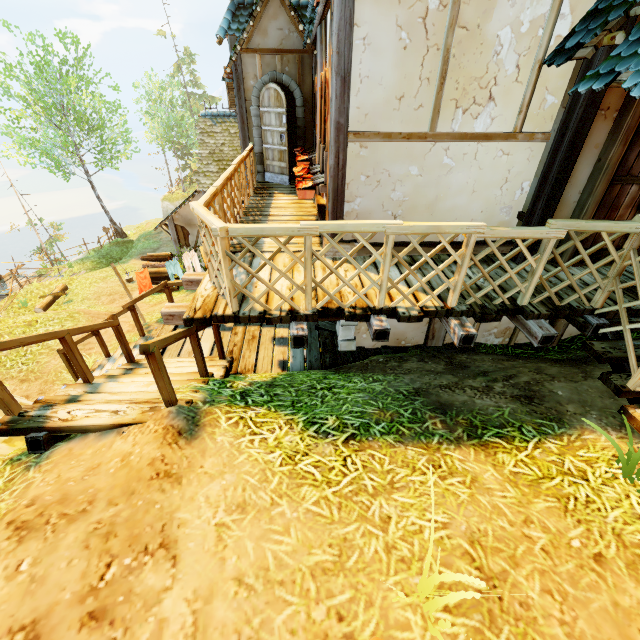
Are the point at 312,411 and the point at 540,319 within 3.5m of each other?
yes

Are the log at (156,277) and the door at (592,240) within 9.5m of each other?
no

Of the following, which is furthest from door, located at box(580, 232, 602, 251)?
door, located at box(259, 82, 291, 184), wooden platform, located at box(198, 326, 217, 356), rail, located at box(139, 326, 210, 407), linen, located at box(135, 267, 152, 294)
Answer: linen, located at box(135, 267, 152, 294)

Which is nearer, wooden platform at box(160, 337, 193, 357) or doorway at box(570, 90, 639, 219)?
doorway at box(570, 90, 639, 219)

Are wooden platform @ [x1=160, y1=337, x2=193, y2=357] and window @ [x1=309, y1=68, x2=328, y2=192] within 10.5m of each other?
yes

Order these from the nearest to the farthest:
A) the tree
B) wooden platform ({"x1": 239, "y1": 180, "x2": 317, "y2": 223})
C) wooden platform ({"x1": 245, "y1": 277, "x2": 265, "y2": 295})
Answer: wooden platform ({"x1": 245, "y1": 277, "x2": 265, "y2": 295}) → wooden platform ({"x1": 239, "y1": 180, "x2": 317, "y2": 223}) → the tree

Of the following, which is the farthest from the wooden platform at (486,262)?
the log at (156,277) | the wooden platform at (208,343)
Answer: the log at (156,277)

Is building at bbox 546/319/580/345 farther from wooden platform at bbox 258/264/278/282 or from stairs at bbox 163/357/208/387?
stairs at bbox 163/357/208/387
